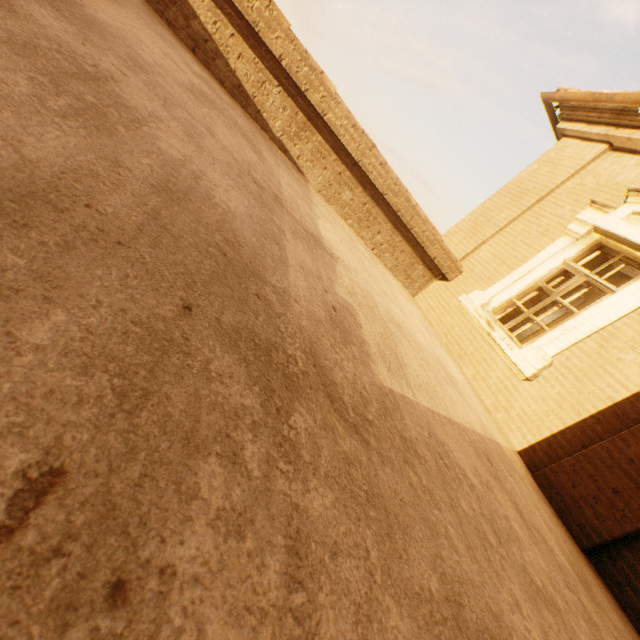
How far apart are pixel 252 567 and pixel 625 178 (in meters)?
7.28
